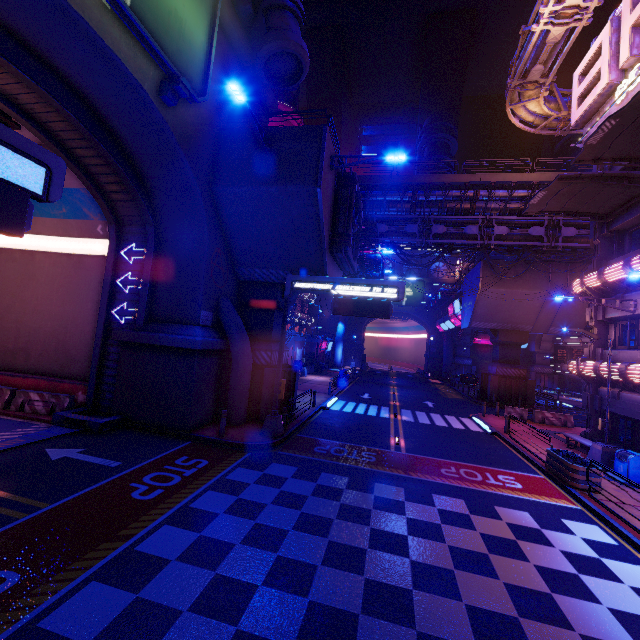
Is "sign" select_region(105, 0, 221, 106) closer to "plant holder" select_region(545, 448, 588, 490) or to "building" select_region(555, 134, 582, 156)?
"plant holder" select_region(545, 448, 588, 490)

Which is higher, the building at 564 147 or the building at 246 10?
the building at 564 147

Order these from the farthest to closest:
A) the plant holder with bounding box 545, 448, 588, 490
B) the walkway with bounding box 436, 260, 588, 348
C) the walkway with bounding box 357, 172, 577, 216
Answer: the walkway with bounding box 436, 260, 588, 348 < the walkway with bounding box 357, 172, 577, 216 < the plant holder with bounding box 545, 448, 588, 490

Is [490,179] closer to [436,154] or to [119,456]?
[119,456]

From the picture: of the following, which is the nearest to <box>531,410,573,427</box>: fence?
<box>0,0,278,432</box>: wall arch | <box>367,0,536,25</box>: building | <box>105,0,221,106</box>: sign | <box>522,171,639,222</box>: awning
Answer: <box>522,171,639,222</box>: awning

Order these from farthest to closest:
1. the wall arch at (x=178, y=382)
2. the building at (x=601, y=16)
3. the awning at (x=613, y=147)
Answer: the building at (x=601, y=16), the awning at (x=613, y=147), the wall arch at (x=178, y=382)

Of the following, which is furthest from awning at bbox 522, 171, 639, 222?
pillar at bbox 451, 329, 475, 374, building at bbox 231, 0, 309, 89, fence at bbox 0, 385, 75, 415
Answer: pillar at bbox 451, 329, 475, 374

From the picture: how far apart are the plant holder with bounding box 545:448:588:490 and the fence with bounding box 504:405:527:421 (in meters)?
11.22
